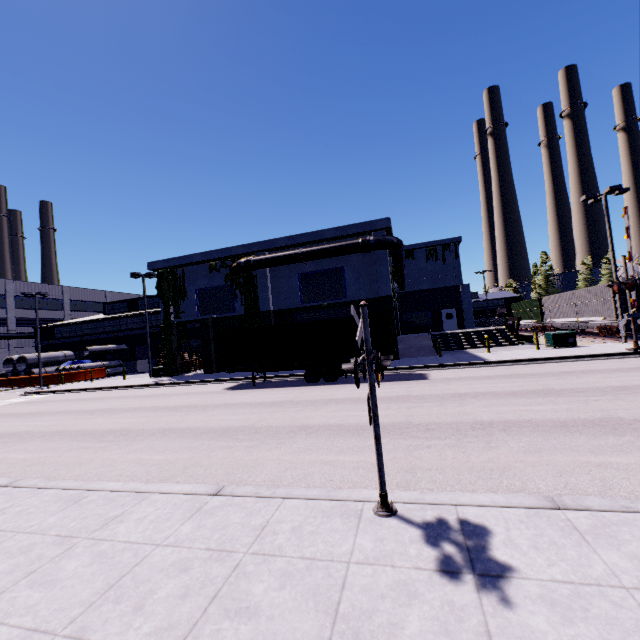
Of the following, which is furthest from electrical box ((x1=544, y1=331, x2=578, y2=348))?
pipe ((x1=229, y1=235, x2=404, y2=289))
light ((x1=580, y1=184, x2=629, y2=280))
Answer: pipe ((x1=229, y1=235, x2=404, y2=289))

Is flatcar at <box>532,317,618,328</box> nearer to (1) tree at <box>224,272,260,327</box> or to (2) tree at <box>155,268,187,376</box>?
(1) tree at <box>224,272,260,327</box>

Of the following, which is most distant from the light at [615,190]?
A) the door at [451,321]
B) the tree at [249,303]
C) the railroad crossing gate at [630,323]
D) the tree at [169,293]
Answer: the tree at [169,293]

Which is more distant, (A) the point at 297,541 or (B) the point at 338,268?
(B) the point at 338,268

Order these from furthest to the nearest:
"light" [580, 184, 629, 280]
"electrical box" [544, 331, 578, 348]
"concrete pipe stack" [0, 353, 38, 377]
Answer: "concrete pipe stack" [0, 353, 38, 377]
"electrical box" [544, 331, 578, 348]
"light" [580, 184, 629, 280]

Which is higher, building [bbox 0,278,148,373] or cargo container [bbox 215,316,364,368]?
building [bbox 0,278,148,373]

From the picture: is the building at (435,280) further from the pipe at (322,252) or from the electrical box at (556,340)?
the electrical box at (556,340)

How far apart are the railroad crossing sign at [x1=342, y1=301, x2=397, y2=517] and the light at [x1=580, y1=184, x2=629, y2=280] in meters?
24.0
